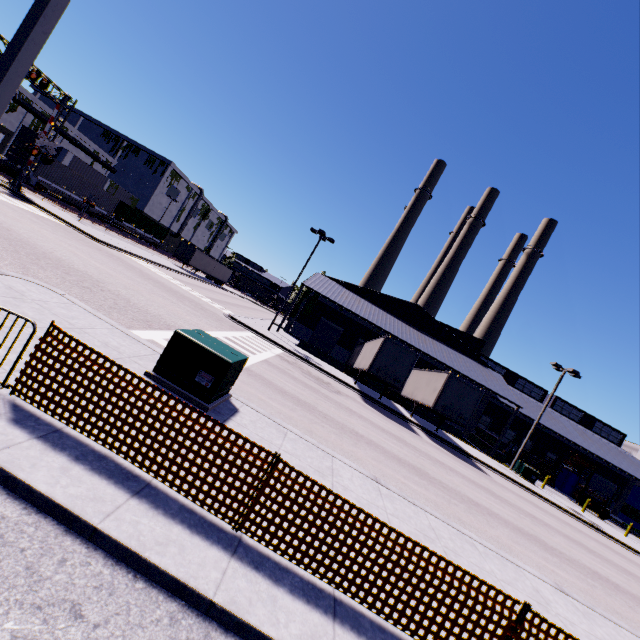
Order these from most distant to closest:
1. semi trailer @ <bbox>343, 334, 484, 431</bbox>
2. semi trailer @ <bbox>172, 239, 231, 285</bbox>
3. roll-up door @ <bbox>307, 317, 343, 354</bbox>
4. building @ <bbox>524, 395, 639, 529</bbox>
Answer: semi trailer @ <bbox>172, 239, 231, 285</bbox>
roll-up door @ <bbox>307, 317, 343, 354</bbox>
building @ <bbox>524, 395, 639, 529</bbox>
semi trailer @ <bbox>343, 334, 484, 431</bbox>

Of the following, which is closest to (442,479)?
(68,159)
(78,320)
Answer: (78,320)

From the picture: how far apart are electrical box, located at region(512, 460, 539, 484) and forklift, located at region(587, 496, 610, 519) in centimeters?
1026cm

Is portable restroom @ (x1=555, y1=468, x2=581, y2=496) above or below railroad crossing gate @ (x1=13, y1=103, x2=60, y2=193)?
below

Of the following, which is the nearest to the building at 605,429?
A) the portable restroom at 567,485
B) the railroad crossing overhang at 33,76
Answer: the portable restroom at 567,485

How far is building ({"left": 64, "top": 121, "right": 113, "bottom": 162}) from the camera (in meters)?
50.20

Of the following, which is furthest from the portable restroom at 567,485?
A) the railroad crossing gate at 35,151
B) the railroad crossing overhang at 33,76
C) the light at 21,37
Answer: the railroad crossing overhang at 33,76

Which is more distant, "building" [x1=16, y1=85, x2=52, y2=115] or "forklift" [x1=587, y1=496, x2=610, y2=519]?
"building" [x1=16, y1=85, x2=52, y2=115]
